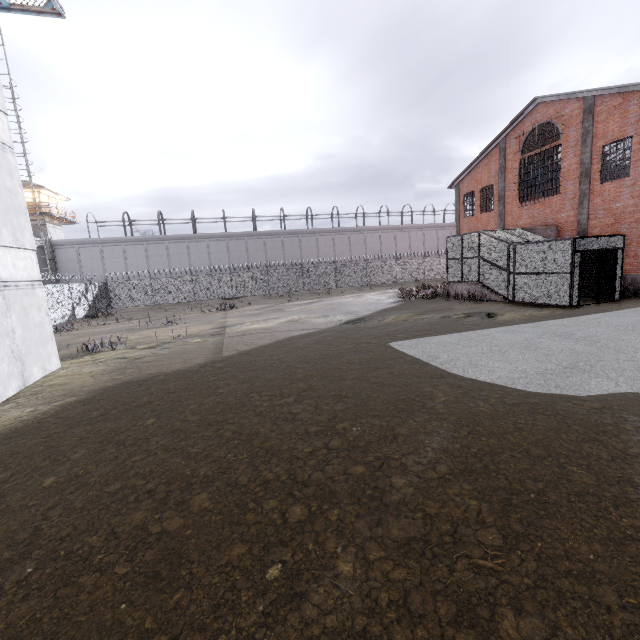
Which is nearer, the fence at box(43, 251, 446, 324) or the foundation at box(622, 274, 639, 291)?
the foundation at box(622, 274, 639, 291)

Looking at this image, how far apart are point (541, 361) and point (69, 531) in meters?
9.0

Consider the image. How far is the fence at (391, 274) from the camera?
24.9m

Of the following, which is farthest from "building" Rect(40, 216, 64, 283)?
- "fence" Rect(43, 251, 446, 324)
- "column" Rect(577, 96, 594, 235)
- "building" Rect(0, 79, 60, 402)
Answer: "column" Rect(577, 96, 594, 235)

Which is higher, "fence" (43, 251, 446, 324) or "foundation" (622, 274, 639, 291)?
"fence" (43, 251, 446, 324)

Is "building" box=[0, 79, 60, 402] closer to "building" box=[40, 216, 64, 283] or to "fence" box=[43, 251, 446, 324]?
"fence" box=[43, 251, 446, 324]

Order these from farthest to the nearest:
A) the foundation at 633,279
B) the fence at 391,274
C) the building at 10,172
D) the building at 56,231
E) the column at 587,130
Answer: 1. the building at 56,231
2. the fence at 391,274
3. the column at 587,130
4. the foundation at 633,279
5. the building at 10,172

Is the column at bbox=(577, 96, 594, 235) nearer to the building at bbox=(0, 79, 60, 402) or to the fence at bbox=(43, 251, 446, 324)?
the fence at bbox=(43, 251, 446, 324)
